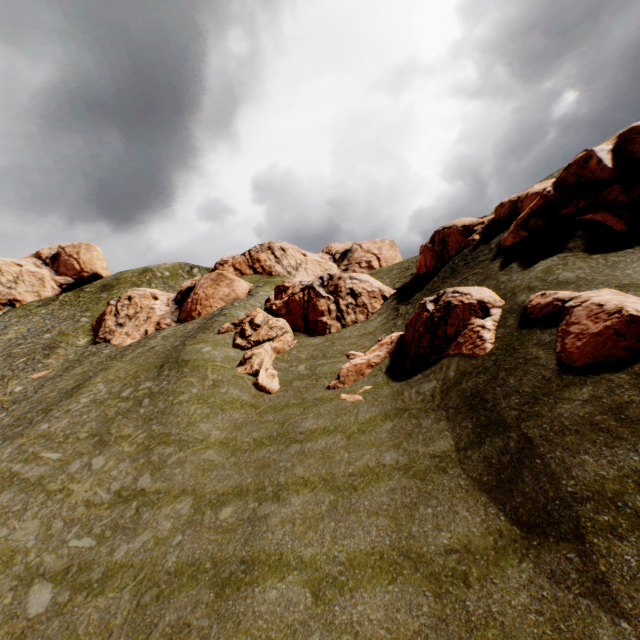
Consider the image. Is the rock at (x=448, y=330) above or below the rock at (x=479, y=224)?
below

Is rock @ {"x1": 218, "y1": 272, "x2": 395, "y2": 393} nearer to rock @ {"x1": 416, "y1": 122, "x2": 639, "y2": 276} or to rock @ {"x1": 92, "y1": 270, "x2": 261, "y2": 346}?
rock @ {"x1": 416, "y1": 122, "x2": 639, "y2": 276}

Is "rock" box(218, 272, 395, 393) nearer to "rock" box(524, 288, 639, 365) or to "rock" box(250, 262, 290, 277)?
"rock" box(524, 288, 639, 365)

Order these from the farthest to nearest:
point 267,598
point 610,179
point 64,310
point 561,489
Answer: point 64,310 < point 610,179 < point 267,598 < point 561,489

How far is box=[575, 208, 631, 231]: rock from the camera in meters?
14.2 m

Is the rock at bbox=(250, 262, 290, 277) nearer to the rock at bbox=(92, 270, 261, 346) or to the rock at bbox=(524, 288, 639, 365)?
the rock at bbox=(92, 270, 261, 346)

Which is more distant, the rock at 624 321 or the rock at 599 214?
the rock at 599 214

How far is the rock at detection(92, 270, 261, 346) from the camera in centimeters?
3741cm
